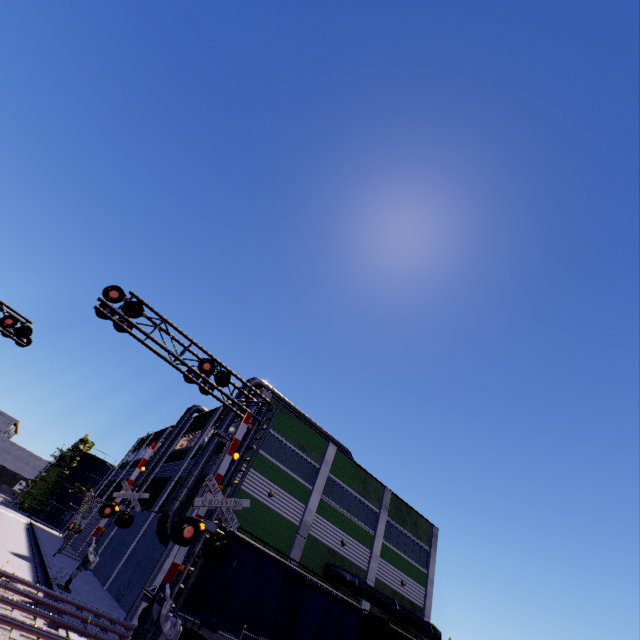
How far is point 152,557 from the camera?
20.25m

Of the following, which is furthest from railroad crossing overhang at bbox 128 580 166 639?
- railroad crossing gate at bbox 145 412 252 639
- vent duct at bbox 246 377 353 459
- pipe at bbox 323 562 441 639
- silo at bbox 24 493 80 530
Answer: silo at bbox 24 493 80 530

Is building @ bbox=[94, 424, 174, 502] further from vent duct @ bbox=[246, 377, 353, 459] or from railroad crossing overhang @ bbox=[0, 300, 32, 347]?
railroad crossing overhang @ bbox=[0, 300, 32, 347]

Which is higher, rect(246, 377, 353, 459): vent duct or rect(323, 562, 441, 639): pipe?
rect(246, 377, 353, 459): vent duct

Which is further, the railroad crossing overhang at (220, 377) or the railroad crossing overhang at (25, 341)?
the railroad crossing overhang at (25, 341)

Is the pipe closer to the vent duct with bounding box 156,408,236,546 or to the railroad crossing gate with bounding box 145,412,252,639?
the vent duct with bounding box 156,408,236,546

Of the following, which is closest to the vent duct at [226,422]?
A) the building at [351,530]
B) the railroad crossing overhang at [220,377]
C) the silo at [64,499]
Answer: the building at [351,530]

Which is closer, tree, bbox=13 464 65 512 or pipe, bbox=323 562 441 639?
pipe, bbox=323 562 441 639
